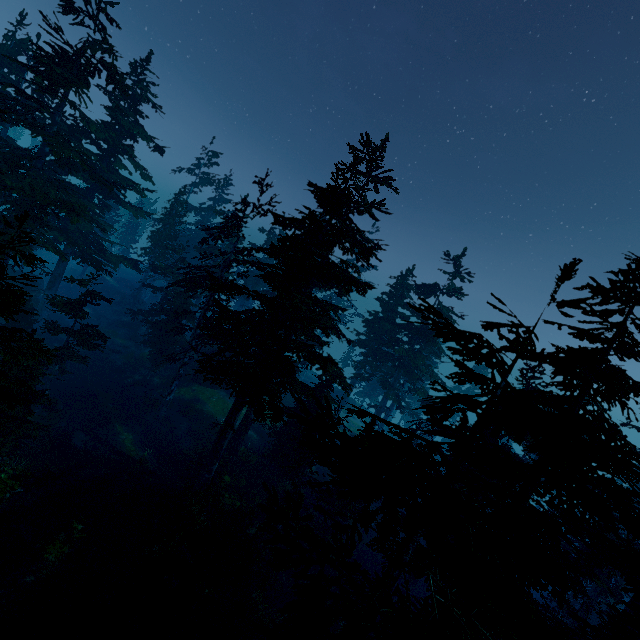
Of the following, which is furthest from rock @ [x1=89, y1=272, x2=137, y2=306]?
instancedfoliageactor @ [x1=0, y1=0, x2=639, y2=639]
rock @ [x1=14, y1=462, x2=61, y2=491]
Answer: rock @ [x1=14, y1=462, x2=61, y2=491]

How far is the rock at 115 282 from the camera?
44.5m

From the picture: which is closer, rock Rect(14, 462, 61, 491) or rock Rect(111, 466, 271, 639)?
A: rock Rect(111, 466, 271, 639)

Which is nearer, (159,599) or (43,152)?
(159,599)

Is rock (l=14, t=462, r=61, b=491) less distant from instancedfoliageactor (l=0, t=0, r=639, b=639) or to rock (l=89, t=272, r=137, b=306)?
instancedfoliageactor (l=0, t=0, r=639, b=639)

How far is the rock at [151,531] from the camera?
15.8m

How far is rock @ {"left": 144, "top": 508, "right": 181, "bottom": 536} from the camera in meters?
15.8
